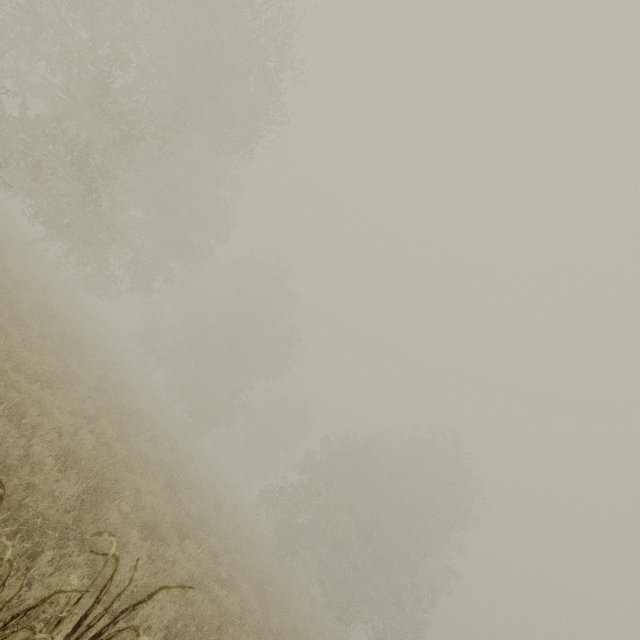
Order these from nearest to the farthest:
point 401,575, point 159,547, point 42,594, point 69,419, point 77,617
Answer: point 77,617
point 42,594
point 159,547
point 69,419
point 401,575
